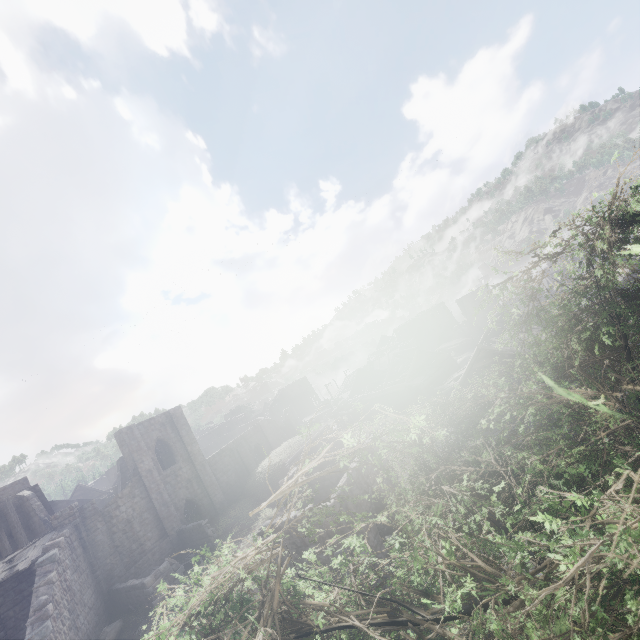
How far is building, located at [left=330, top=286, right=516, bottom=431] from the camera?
25.39m

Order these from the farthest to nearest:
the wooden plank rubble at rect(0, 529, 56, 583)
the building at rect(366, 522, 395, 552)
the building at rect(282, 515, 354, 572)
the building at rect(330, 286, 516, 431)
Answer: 1. the building at rect(330, 286, 516, 431)
2. the wooden plank rubble at rect(0, 529, 56, 583)
3. the building at rect(366, 522, 395, 552)
4. the building at rect(282, 515, 354, 572)

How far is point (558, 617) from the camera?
1.8 meters

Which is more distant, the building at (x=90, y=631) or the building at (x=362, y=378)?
the building at (x=362, y=378)

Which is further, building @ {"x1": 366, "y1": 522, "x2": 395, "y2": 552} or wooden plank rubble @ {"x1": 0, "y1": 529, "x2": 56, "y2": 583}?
wooden plank rubble @ {"x1": 0, "y1": 529, "x2": 56, "y2": 583}

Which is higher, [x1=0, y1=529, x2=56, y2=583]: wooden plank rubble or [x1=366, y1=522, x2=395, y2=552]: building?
[x1=0, y1=529, x2=56, y2=583]: wooden plank rubble
